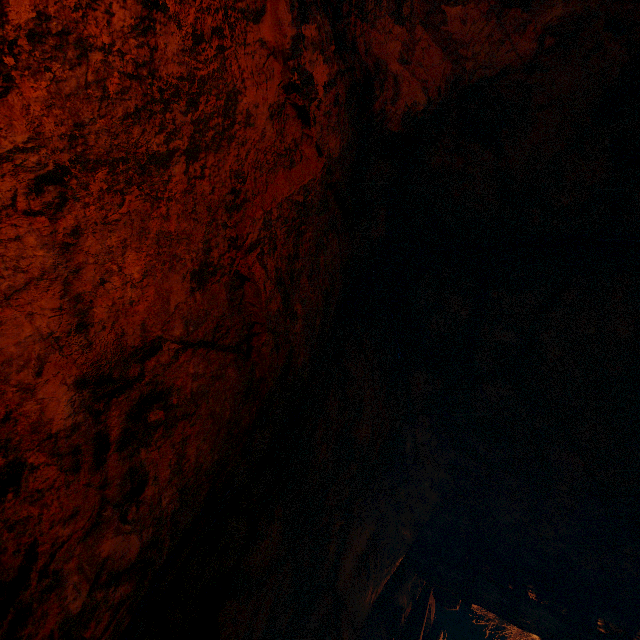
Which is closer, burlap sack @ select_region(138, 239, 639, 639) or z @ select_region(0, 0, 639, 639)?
z @ select_region(0, 0, 639, 639)

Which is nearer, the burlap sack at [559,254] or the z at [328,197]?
the z at [328,197]

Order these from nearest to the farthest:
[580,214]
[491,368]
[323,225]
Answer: [323,225], [580,214], [491,368]
